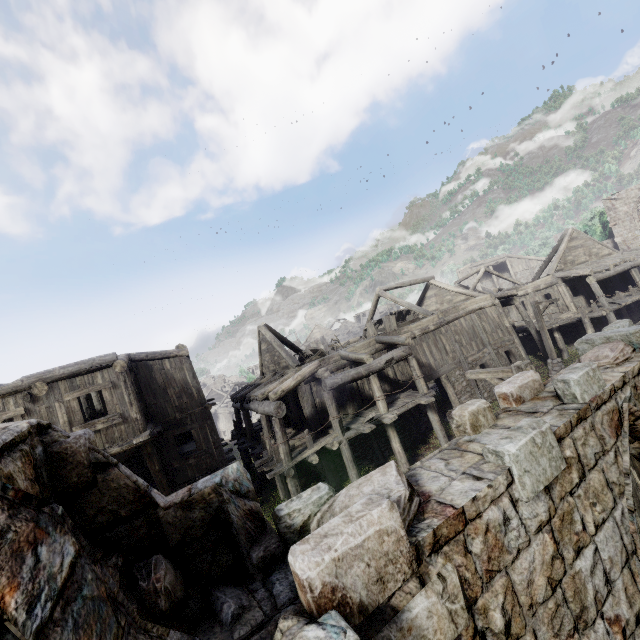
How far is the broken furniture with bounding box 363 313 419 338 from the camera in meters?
17.9

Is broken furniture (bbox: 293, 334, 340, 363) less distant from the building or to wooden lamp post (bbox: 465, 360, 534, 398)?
the building

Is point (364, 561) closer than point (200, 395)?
Yes

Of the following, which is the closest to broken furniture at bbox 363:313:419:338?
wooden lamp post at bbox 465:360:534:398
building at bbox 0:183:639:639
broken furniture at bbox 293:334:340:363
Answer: building at bbox 0:183:639:639

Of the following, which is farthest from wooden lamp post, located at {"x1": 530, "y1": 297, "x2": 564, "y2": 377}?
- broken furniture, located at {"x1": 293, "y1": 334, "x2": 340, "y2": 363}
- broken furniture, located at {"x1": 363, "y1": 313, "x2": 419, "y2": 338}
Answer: broken furniture, located at {"x1": 293, "y1": 334, "x2": 340, "y2": 363}

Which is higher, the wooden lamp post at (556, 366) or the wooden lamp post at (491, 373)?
the wooden lamp post at (491, 373)

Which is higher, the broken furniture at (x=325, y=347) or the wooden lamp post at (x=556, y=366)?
the broken furniture at (x=325, y=347)

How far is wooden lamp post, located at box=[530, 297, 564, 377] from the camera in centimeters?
1833cm
